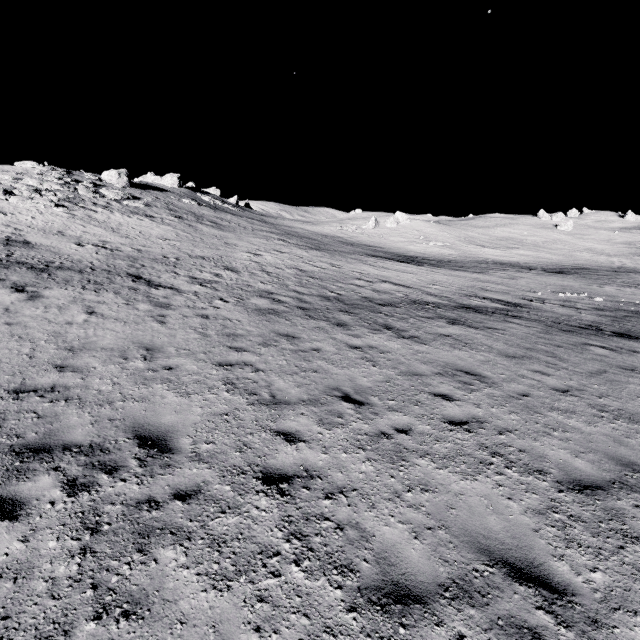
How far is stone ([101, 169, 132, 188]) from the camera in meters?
41.2 m

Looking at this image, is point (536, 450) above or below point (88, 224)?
below

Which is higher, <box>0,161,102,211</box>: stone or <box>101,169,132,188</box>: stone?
<box>101,169,132,188</box>: stone

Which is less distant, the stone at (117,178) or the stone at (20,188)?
the stone at (20,188)

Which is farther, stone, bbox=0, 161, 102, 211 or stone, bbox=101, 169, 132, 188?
stone, bbox=101, 169, 132, 188

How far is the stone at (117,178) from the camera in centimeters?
4116cm
